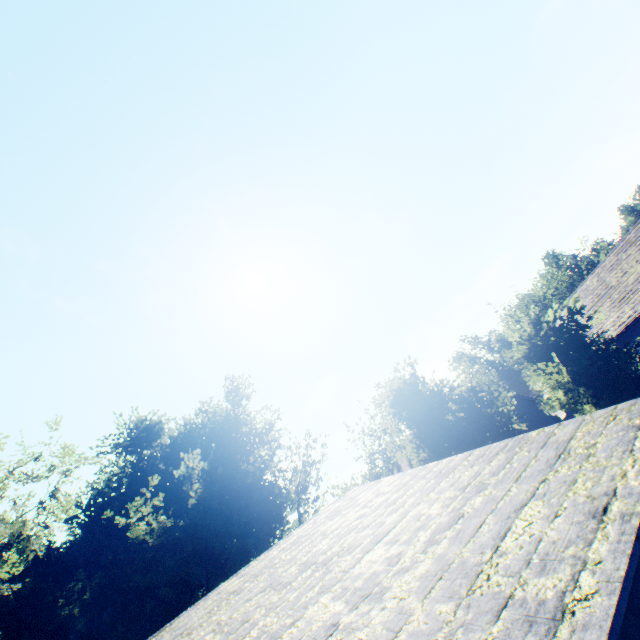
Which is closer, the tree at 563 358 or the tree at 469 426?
the tree at 563 358

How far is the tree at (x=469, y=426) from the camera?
12.6m

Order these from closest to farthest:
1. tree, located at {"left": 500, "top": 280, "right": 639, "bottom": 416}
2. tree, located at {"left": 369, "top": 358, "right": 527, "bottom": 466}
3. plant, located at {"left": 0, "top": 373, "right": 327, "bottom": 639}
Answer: tree, located at {"left": 500, "top": 280, "right": 639, "bottom": 416}
tree, located at {"left": 369, "top": 358, "right": 527, "bottom": 466}
plant, located at {"left": 0, "top": 373, "right": 327, "bottom": 639}

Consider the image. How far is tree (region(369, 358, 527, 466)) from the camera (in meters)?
12.55

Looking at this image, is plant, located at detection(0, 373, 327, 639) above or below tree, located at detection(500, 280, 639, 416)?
above

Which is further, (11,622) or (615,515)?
(11,622)

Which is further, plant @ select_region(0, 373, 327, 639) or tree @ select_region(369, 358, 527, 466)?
plant @ select_region(0, 373, 327, 639)
